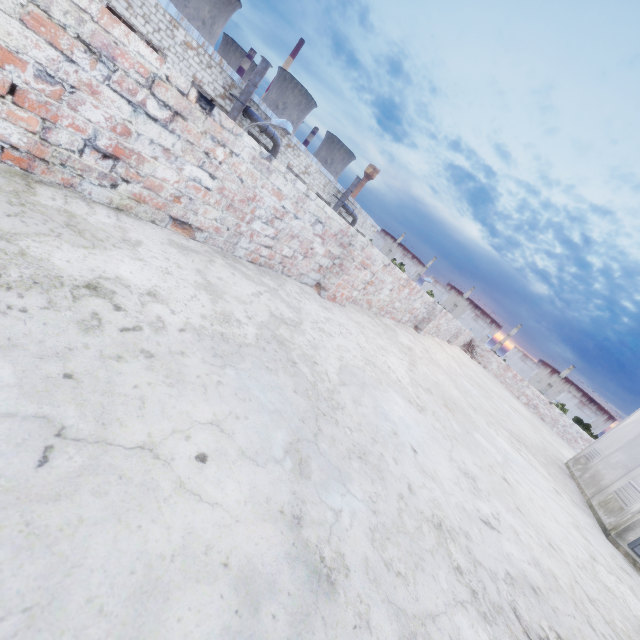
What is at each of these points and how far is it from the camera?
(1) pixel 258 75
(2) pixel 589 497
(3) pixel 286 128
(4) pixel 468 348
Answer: (1) pipe, 18.8m
(2) fuse box, 5.0m
(3) lamp post, 11.4m
(4) brick, 14.5m

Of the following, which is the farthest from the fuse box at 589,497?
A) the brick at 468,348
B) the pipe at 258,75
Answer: the pipe at 258,75

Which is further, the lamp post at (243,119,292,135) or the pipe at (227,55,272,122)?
the pipe at (227,55,272,122)

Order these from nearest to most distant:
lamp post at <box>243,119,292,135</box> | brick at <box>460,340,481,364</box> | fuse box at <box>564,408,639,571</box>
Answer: fuse box at <box>564,408,639,571</box> < lamp post at <box>243,119,292,135</box> < brick at <box>460,340,481,364</box>

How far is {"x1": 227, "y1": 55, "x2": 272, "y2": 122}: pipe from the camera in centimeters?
1869cm

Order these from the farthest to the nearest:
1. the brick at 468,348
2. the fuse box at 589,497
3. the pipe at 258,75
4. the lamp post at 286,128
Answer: the pipe at 258,75
the brick at 468,348
the lamp post at 286,128
the fuse box at 589,497

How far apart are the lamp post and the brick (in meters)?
11.04

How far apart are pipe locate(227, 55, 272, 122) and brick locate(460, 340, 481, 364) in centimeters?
1848cm
